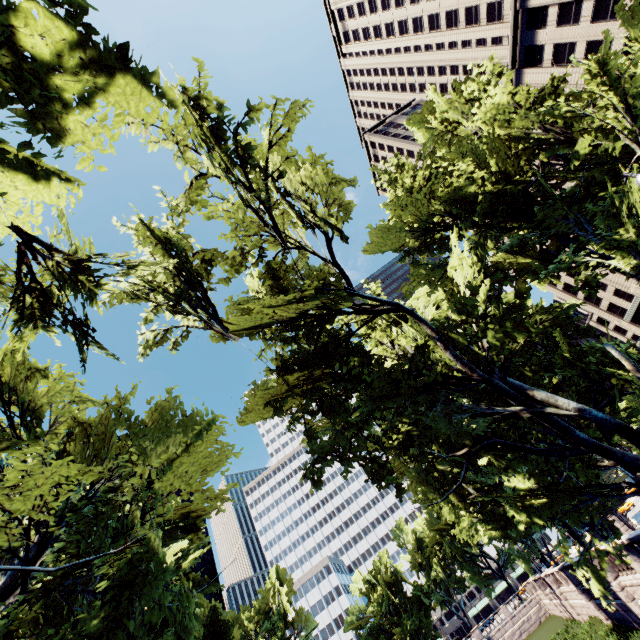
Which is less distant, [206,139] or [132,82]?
[132,82]

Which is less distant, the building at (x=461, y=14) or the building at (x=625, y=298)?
the building at (x=461, y=14)

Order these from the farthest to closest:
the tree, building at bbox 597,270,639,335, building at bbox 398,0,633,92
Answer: building at bbox 597,270,639,335 → building at bbox 398,0,633,92 → the tree

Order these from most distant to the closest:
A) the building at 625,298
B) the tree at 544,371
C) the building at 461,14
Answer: the building at 625,298, the building at 461,14, the tree at 544,371

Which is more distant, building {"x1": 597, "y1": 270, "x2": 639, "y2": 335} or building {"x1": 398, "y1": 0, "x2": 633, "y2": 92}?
building {"x1": 597, "y1": 270, "x2": 639, "y2": 335}

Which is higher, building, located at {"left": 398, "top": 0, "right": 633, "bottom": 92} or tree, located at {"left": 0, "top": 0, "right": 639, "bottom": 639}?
building, located at {"left": 398, "top": 0, "right": 633, "bottom": 92}

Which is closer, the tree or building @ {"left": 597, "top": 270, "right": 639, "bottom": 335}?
the tree
